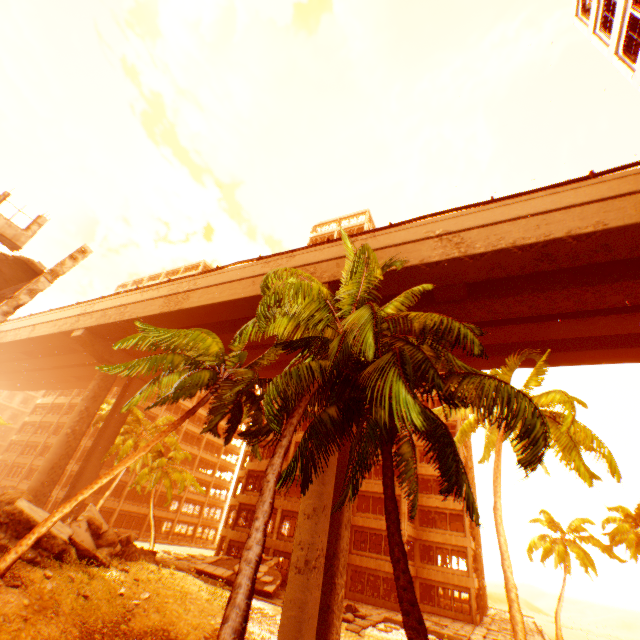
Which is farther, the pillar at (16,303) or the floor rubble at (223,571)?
the floor rubble at (223,571)

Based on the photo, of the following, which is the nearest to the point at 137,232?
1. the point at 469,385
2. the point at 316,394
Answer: the point at 316,394

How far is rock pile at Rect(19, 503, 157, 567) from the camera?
12.8m

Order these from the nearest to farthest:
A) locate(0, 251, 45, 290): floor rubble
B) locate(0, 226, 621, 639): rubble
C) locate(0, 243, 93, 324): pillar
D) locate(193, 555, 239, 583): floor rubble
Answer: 1. locate(0, 226, 621, 639): rubble
2. locate(0, 243, 93, 324): pillar
3. locate(0, 251, 45, 290): floor rubble
4. locate(193, 555, 239, 583): floor rubble

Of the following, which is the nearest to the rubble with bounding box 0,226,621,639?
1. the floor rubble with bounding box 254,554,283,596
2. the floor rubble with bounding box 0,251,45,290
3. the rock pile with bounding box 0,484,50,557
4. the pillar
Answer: the rock pile with bounding box 0,484,50,557

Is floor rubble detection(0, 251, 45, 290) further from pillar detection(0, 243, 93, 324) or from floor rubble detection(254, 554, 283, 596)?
floor rubble detection(254, 554, 283, 596)

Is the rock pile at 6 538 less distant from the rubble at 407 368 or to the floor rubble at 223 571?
the rubble at 407 368
